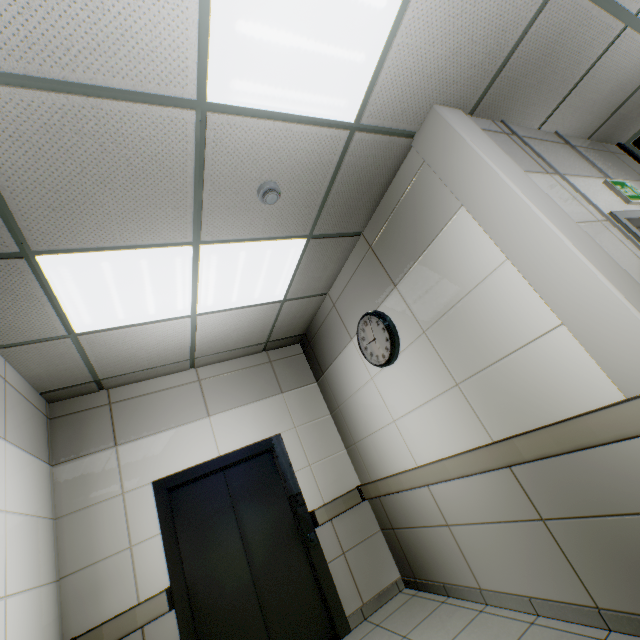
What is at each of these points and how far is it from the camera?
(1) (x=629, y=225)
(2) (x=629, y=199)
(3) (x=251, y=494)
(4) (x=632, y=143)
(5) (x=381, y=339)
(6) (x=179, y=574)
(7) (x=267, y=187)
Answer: (1) door, 2.23m
(2) exit sign, 2.58m
(3) elevator door, 3.79m
(4) doorway, 3.80m
(5) clock, 3.17m
(6) elevator, 3.10m
(7) fire alarm, 2.22m

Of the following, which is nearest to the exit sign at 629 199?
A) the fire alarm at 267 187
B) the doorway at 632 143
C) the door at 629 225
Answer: the door at 629 225

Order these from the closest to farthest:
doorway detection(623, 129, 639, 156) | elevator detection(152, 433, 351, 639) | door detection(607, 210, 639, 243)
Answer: door detection(607, 210, 639, 243) < elevator detection(152, 433, 351, 639) < doorway detection(623, 129, 639, 156)

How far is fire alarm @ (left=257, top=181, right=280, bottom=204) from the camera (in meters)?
2.23

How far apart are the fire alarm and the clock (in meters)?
1.46

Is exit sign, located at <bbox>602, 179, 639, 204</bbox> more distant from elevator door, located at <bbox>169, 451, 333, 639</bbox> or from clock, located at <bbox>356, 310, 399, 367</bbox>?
elevator door, located at <bbox>169, 451, 333, 639</bbox>

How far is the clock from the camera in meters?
3.0

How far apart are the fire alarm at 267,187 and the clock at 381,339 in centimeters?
146cm
